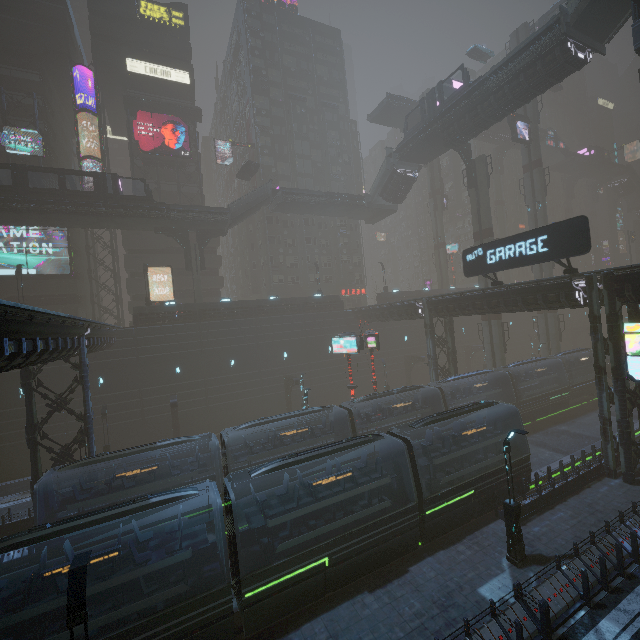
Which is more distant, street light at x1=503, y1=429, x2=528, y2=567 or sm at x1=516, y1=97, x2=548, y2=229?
sm at x1=516, y1=97, x2=548, y2=229

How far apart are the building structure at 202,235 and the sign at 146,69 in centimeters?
2271cm

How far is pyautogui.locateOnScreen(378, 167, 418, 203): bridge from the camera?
40.00m

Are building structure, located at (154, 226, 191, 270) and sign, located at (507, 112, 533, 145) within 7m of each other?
no

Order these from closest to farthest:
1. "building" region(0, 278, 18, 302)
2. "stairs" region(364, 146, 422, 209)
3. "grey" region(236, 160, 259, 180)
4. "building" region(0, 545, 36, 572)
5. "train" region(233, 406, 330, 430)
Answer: "building" region(0, 545, 36, 572)
"train" region(233, 406, 330, 430)
"building" region(0, 278, 18, 302)
"stairs" region(364, 146, 422, 209)
"grey" region(236, 160, 259, 180)

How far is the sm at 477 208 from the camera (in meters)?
34.81

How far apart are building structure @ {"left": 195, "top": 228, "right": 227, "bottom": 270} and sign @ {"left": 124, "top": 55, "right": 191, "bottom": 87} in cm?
2271

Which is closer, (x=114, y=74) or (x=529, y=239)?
(x=529, y=239)
